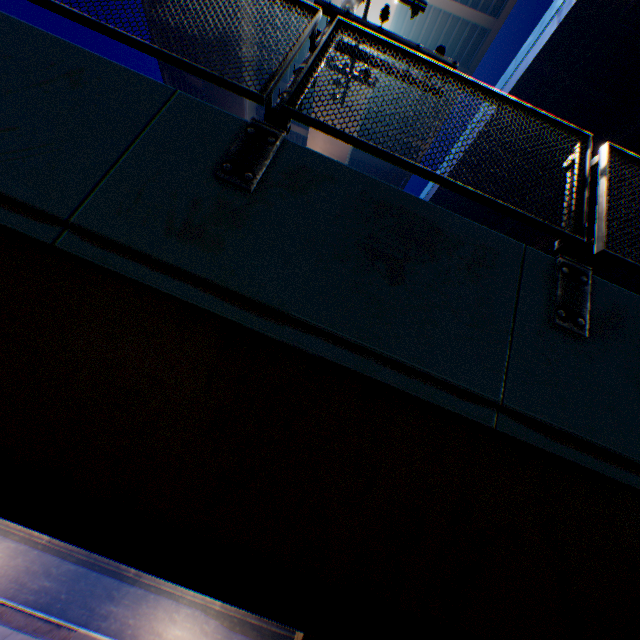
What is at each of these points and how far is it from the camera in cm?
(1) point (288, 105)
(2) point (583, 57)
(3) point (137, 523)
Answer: (1) metal fence, 230
(2) overpass support, 1178
(3) overpass support, 149

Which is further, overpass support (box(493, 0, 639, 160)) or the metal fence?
overpass support (box(493, 0, 639, 160))

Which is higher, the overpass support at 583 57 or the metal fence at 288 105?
the overpass support at 583 57

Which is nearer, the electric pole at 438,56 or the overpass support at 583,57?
the electric pole at 438,56

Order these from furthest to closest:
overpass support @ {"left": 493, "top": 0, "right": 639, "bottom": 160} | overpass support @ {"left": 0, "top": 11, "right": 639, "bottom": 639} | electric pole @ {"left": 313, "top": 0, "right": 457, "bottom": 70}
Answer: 1. overpass support @ {"left": 493, "top": 0, "right": 639, "bottom": 160}
2. electric pole @ {"left": 313, "top": 0, "right": 457, "bottom": 70}
3. overpass support @ {"left": 0, "top": 11, "right": 639, "bottom": 639}

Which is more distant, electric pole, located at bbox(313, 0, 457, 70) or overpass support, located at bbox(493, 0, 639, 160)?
overpass support, located at bbox(493, 0, 639, 160)

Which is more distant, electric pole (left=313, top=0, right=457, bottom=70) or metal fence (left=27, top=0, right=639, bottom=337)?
electric pole (left=313, top=0, right=457, bottom=70)
